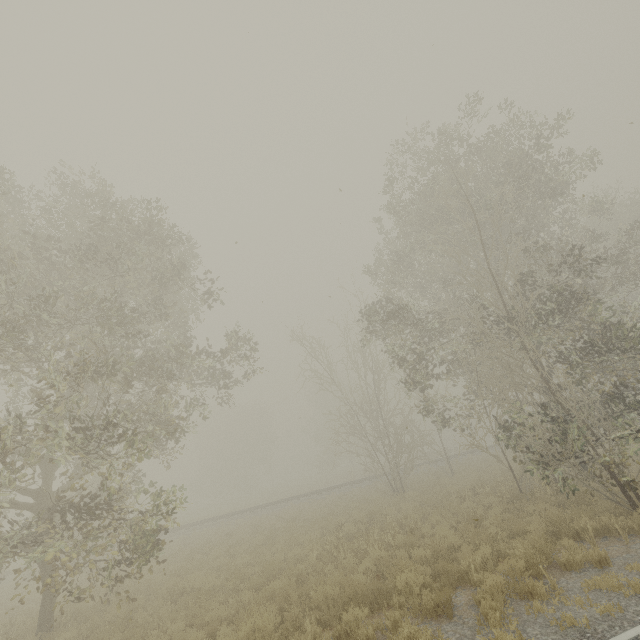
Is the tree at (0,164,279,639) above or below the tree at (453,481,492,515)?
above

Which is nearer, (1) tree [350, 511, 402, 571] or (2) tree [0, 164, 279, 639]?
(2) tree [0, 164, 279, 639]

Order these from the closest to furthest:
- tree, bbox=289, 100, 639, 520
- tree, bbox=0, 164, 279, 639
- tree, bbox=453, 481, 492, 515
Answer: tree, bbox=0, 164, 279, 639, tree, bbox=289, 100, 639, 520, tree, bbox=453, 481, 492, 515

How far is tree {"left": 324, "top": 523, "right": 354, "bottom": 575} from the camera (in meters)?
9.49

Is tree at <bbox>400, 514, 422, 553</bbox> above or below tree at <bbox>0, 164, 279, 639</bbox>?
below

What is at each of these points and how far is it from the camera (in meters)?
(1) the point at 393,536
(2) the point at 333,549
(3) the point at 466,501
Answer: (1) tree, 10.47
(2) tree, 10.31
(3) tree, 13.20

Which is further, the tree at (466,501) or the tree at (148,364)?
the tree at (466,501)

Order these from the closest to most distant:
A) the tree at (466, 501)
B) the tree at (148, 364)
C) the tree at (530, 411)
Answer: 1. the tree at (148, 364)
2. the tree at (530, 411)
3. the tree at (466, 501)
